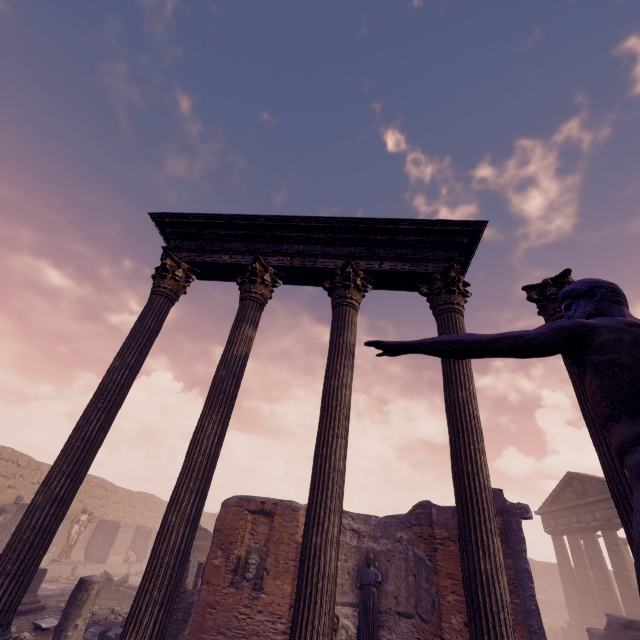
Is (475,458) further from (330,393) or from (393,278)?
(393,278)

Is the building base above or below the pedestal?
above

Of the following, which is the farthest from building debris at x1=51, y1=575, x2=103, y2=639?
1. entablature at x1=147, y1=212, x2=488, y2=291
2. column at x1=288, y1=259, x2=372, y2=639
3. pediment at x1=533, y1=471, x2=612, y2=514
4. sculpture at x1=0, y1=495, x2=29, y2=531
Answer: pediment at x1=533, y1=471, x2=612, y2=514

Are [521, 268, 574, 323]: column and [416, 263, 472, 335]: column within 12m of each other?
yes

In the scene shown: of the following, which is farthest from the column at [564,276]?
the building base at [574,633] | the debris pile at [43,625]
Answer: the building base at [574,633]

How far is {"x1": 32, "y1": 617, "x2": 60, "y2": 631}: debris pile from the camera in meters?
9.0 m

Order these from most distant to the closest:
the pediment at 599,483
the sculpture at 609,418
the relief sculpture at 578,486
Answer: the relief sculpture at 578,486 < the pediment at 599,483 < the sculpture at 609,418

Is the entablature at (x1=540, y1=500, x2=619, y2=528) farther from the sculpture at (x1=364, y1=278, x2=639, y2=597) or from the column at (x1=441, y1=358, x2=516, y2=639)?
the sculpture at (x1=364, y1=278, x2=639, y2=597)
